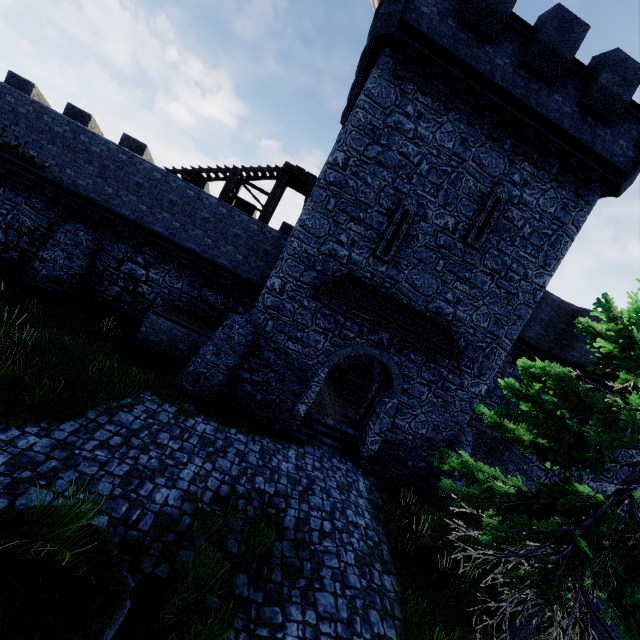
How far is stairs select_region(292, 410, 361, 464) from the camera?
12.66m

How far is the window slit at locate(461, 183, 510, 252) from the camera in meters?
11.8

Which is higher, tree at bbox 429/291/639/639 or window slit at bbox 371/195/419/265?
window slit at bbox 371/195/419/265

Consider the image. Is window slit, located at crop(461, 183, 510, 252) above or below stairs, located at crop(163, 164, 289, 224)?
above

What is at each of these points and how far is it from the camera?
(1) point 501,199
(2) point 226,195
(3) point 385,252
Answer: (1) window slit, 11.8 meters
(2) stairs, 14.9 meters
(3) window slit, 11.8 meters

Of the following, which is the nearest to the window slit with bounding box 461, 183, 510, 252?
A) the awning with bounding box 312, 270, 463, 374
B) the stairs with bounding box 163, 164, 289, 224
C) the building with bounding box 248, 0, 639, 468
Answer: the building with bounding box 248, 0, 639, 468

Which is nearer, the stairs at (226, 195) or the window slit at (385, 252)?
the window slit at (385, 252)

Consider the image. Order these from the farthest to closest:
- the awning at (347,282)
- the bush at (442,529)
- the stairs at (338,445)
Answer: the stairs at (338,445)
the awning at (347,282)
the bush at (442,529)
